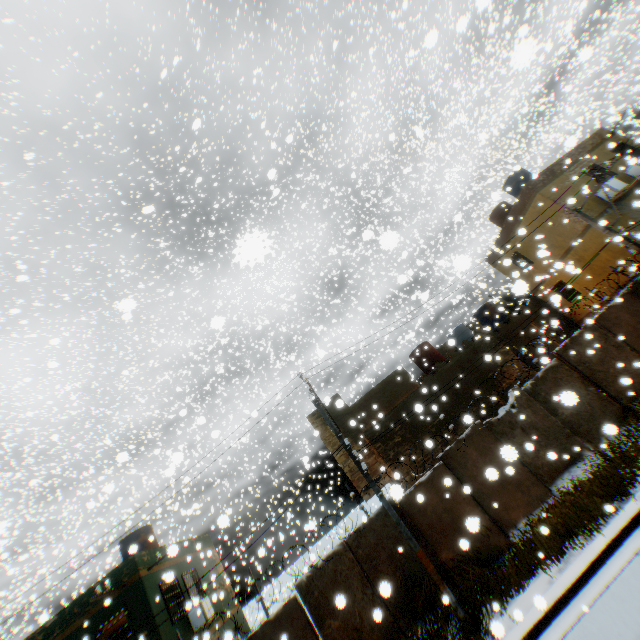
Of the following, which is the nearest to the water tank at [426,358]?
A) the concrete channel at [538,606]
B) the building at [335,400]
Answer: the building at [335,400]

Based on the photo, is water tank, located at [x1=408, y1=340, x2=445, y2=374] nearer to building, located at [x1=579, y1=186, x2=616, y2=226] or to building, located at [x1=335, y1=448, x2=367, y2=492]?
building, located at [x1=579, y1=186, x2=616, y2=226]

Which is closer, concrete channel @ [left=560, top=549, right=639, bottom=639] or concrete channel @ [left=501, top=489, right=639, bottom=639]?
concrete channel @ [left=560, top=549, right=639, bottom=639]

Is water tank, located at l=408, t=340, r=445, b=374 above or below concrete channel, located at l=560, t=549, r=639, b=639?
above

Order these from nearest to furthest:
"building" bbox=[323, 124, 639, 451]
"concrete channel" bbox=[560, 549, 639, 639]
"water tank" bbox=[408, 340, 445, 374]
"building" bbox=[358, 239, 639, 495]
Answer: "concrete channel" bbox=[560, 549, 639, 639] → "building" bbox=[358, 239, 639, 495] → "building" bbox=[323, 124, 639, 451] → "water tank" bbox=[408, 340, 445, 374]

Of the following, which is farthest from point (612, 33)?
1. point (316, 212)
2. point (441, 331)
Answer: point (316, 212)

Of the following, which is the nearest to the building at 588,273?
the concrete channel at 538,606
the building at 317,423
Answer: the concrete channel at 538,606

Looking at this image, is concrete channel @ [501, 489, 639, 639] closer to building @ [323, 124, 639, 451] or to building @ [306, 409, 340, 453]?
building @ [323, 124, 639, 451]
